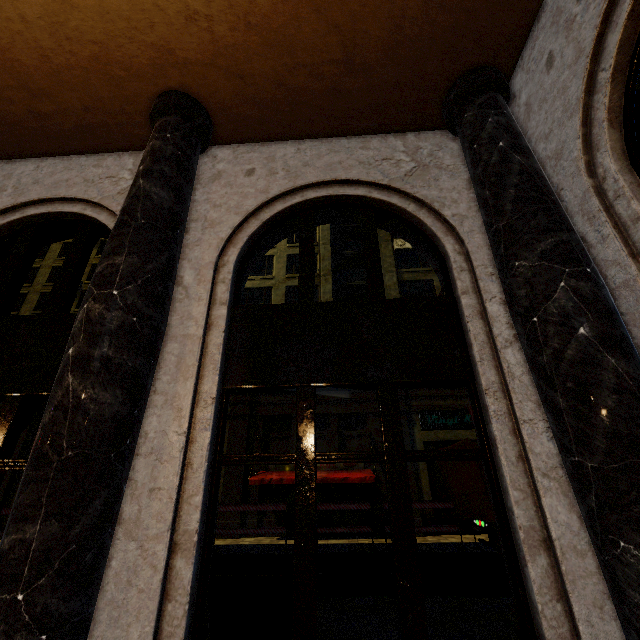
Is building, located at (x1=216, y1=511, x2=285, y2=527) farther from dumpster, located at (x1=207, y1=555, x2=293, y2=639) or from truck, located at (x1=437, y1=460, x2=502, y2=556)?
truck, located at (x1=437, y1=460, x2=502, y2=556)

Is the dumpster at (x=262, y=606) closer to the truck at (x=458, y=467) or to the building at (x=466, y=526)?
the building at (x=466, y=526)

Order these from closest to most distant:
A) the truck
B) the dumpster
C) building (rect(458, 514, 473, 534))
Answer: the dumpster
the truck
building (rect(458, 514, 473, 534))

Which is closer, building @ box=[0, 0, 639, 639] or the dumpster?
building @ box=[0, 0, 639, 639]

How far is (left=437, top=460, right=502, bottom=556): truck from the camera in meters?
8.2 m

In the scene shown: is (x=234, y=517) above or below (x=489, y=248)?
below

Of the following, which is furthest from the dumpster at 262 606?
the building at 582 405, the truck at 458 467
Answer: the truck at 458 467

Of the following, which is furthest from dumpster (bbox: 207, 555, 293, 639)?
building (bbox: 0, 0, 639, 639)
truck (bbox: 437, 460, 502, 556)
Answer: truck (bbox: 437, 460, 502, 556)
